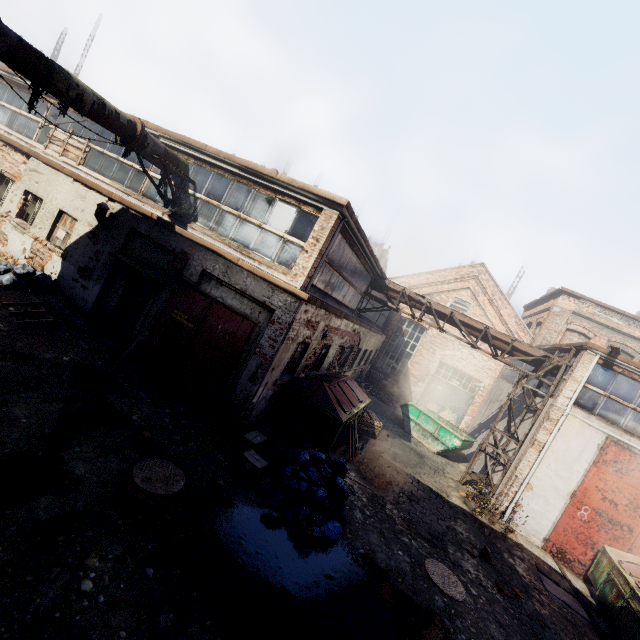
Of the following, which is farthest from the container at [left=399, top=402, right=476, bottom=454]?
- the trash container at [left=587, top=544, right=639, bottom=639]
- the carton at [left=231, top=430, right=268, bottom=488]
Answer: the carton at [left=231, top=430, right=268, bottom=488]

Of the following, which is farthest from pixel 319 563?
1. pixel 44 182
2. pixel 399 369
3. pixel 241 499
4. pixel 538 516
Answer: pixel 399 369

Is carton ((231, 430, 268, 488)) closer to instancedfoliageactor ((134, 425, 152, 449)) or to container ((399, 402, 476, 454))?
instancedfoliageactor ((134, 425, 152, 449))

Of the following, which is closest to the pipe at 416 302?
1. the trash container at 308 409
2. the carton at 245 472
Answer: the trash container at 308 409

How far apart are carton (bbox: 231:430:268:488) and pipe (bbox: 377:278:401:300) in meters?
9.3

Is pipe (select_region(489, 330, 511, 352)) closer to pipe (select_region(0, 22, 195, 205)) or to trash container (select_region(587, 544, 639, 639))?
trash container (select_region(587, 544, 639, 639))

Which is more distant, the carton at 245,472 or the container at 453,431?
the container at 453,431

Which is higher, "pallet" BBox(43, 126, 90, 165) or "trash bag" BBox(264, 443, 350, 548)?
"pallet" BBox(43, 126, 90, 165)
